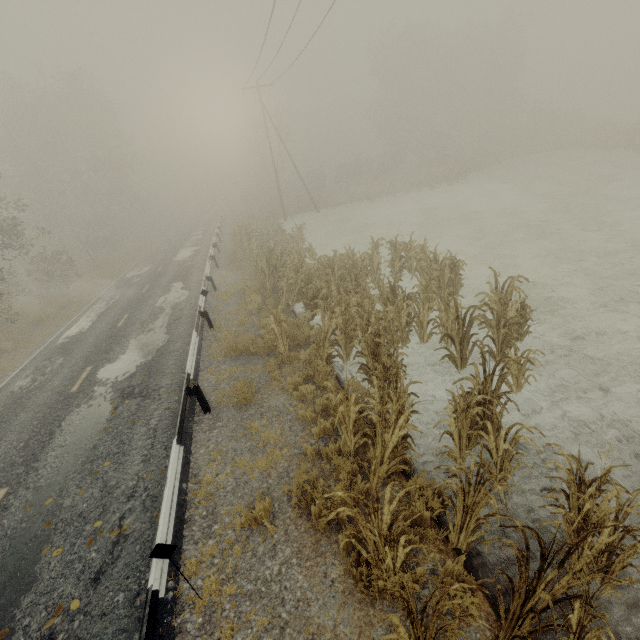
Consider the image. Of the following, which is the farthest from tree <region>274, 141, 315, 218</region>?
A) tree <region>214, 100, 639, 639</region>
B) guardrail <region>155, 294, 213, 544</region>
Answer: tree <region>214, 100, 639, 639</region>

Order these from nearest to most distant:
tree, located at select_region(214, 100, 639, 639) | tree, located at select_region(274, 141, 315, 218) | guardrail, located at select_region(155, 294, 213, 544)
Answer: tree, located at select_region(214, 100, 639, 639) < guardrail, located at select_region(155, 294, 213, 544) < tree, located at select_region(274, 141, 315, 218)

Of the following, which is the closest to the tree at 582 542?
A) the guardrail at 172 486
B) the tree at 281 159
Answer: the guardrail at 172 486

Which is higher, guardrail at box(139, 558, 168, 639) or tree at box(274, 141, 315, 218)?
tree at box(274, 141, 315, 218)

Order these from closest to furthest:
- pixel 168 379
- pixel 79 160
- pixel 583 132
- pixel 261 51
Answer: pixel 168 379 < pixel 261 51 < pixel 583 132 < pixel 79 160

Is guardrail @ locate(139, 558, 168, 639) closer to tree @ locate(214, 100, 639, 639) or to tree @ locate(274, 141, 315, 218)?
tree @ locate(274, 141, 315, 218)
